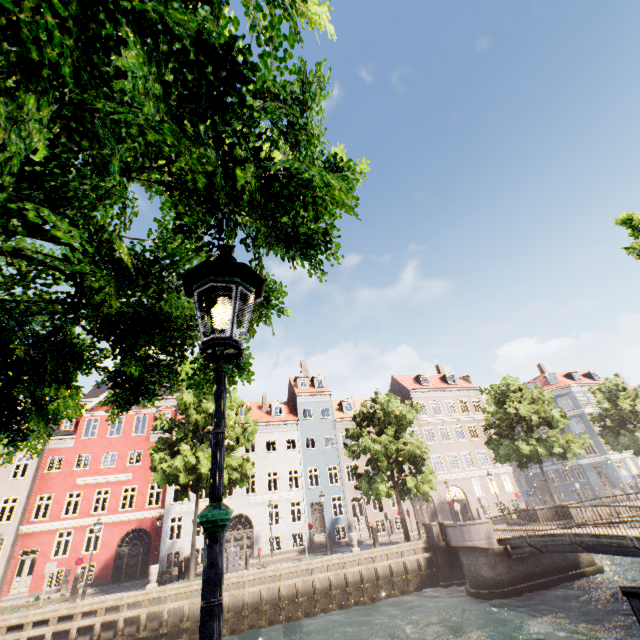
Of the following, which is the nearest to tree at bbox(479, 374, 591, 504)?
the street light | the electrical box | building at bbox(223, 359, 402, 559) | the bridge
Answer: the street light

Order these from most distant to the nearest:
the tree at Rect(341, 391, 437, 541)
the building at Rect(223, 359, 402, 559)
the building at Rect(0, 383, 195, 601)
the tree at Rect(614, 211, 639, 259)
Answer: the building at Rect(223, 359, 402, 559) → the building at Rect(0, 383, 195, 601) → the tree at Rect(341, 391, 437, 541) → the tree at Rect(614, 211, 639, 259)

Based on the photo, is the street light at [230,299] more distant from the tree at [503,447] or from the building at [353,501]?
the building at [353,501]

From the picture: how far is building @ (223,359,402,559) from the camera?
27.9m

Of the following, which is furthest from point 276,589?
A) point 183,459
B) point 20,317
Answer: point 20,317

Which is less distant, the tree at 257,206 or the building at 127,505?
the tree at 257,206

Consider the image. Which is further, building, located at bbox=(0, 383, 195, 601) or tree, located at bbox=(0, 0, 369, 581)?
building, located at bbox=(0, 383, 195, 601)
